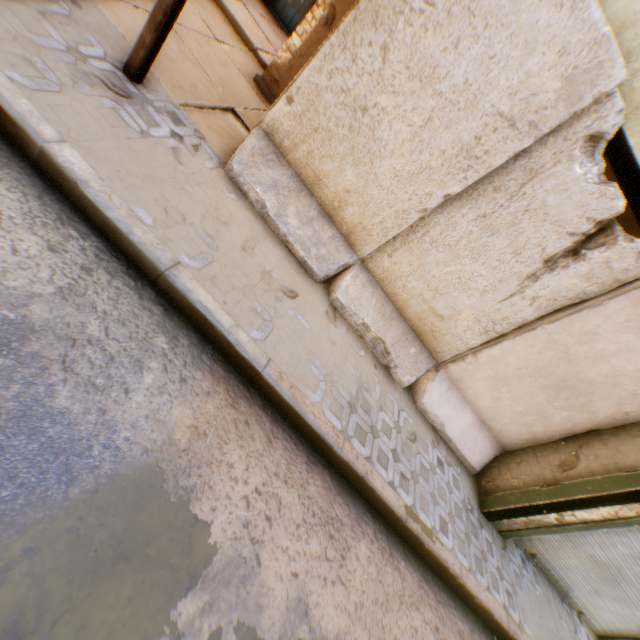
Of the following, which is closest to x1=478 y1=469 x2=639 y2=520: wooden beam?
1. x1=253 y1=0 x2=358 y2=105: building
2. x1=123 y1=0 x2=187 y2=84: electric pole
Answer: x1=253 y1=0 x2=358 y2=105: building

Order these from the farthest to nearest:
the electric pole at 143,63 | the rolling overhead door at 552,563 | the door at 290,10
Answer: the door at 290,10, the rolling overhead door at 552,563, the electric pole at 143,63

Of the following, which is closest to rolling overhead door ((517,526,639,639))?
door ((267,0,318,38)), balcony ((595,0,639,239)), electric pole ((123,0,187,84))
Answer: balcony ((595,0,639,239))

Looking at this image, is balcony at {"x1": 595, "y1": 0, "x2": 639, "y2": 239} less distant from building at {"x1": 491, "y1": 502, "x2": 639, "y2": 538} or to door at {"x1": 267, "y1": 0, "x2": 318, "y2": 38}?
building at {"x1": 491, "y1": 502, "x2": 639, "y2": 538}

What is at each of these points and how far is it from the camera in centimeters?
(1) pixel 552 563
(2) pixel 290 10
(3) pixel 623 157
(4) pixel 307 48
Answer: (1) rolling overhead door, 548cm
(2) door, 916cm
(3) balcony, 349cm
(4) building, 552cm

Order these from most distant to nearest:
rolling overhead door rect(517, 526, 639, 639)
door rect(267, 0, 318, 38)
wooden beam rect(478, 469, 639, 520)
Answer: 1. door rect(267, 0, 318, 38)
2. rolling overhead door rect(517, 526, 639, 639)
3. wooden beam rect(478, 469, 639, 520)

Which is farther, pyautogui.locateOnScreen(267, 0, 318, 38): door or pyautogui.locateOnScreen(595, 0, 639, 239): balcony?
pyautogui.locateOnScreen(267, 0, 318, 38): door

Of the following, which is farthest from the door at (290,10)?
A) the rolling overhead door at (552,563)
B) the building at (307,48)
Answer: the rolling overhead door at (552,563)
